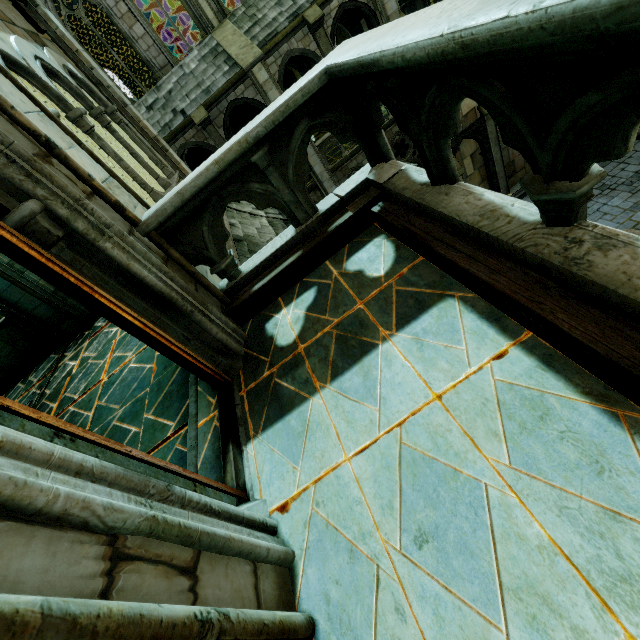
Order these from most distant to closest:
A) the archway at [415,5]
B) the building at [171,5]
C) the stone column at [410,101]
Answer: the building at [171,5], the archway at [415,5], the stone column at [410,101]

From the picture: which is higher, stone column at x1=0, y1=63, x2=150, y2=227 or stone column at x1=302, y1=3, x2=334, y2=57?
stone column at x1=0, y1=63, x2=150, y2=227

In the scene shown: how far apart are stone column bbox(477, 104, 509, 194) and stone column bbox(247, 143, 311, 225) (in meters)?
18.42

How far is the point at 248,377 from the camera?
2.7m

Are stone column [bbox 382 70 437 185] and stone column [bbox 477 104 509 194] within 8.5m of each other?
no

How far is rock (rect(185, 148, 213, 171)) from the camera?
17.0m

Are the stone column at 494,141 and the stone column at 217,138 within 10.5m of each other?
no

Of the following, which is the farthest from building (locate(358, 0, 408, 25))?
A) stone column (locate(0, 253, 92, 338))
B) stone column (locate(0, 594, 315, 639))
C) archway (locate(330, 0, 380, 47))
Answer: stone column (locate(0, 594, 315, 639))
